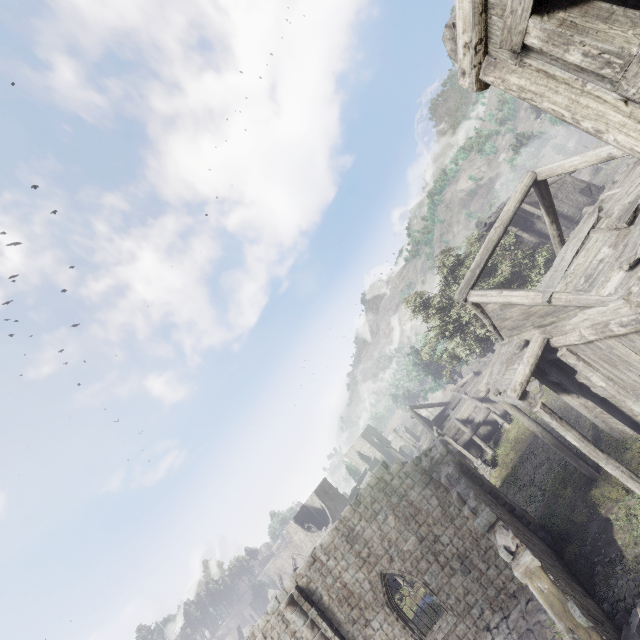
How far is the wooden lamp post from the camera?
22.3m

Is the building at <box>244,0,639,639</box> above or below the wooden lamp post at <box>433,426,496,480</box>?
above

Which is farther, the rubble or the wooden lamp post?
the wooden lamp post

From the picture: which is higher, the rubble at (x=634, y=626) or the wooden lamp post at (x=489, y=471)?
the rubble at (x=634, y=626)

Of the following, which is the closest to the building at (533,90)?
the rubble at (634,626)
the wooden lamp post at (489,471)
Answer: the rubble at (634,626)

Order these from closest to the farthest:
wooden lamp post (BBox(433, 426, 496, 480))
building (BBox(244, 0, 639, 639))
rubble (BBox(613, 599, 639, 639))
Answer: building (BBox(244, 0, 639, 639)), rubble (BBox(613, 599, 639, 639)), wooden lamp post (BBox(433, 426, 496, 480))

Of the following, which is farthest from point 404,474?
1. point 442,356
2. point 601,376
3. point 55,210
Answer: point 55,210

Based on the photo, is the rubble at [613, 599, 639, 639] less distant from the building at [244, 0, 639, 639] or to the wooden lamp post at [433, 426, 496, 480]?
the building at [244, 0, 639, 639]
